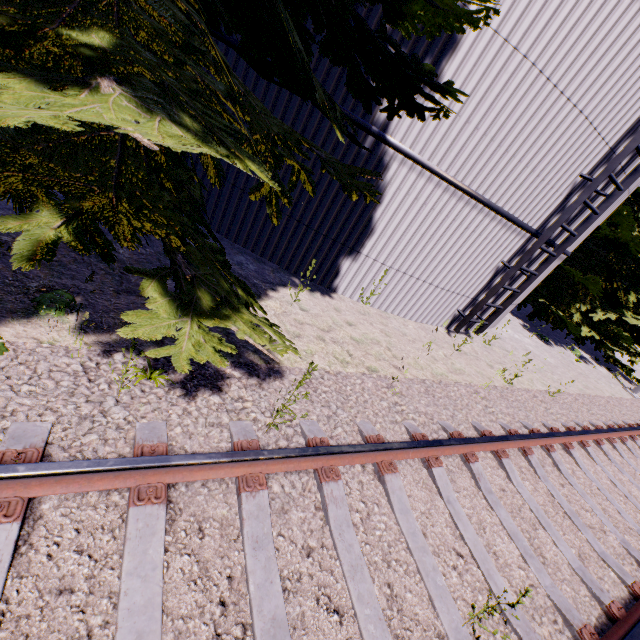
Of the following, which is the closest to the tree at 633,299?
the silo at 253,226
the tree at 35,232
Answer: the silo at 253,226

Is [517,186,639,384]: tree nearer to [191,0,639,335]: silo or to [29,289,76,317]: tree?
[191,0,639,335]: silo

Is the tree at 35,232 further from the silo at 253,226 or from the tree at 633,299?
the tree at 633,299

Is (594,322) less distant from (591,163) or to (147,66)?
(591,163)

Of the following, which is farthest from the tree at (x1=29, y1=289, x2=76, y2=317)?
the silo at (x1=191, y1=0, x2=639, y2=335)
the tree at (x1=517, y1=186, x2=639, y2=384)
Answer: the tree at (x1=517, y1=186, x2=639, y2=384)
